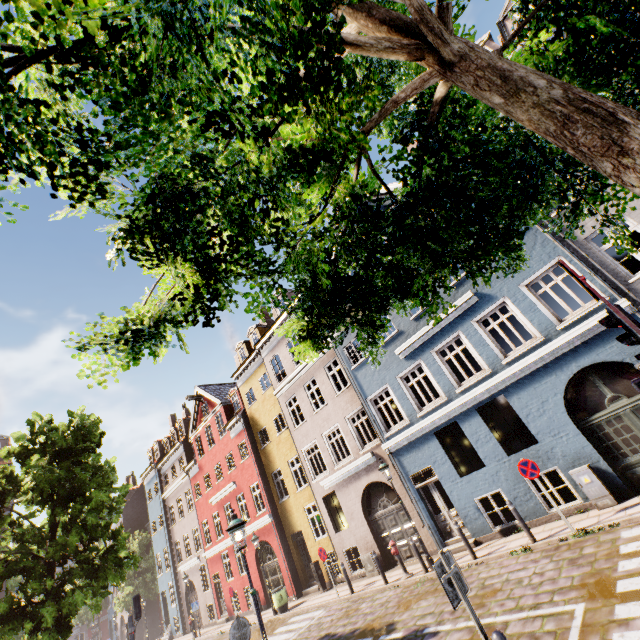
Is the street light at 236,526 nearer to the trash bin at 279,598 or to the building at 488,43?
the building at 488,43

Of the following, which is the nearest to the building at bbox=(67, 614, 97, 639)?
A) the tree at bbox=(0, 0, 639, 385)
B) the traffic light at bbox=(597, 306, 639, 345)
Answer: the tree at bbox=(0, 0, 639, 385)

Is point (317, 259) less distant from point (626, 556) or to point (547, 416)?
point (626, 556)

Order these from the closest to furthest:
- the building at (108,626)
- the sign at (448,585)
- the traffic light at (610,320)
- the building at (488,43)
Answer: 1. the traffic light at (610,320)
2. the sign at (448,585)
3. the building at (488,43)
4. the building at (108,626)

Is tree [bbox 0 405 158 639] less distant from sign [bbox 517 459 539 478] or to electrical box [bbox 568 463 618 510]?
sign [bbox 517 459 539 478]

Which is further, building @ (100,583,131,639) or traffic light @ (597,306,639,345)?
building @ (100,583,131,639)

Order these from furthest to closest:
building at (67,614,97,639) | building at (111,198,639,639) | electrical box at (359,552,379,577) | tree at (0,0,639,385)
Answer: building at (67,614,97,639) < electrical box at (359,552,379,577) < building at (111,198,639,639) < tree at (0,0,639,385)

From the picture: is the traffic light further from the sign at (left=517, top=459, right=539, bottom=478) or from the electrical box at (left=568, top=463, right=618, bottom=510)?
the electrical box at (left=568, top=463, right=618, bottom=510)
